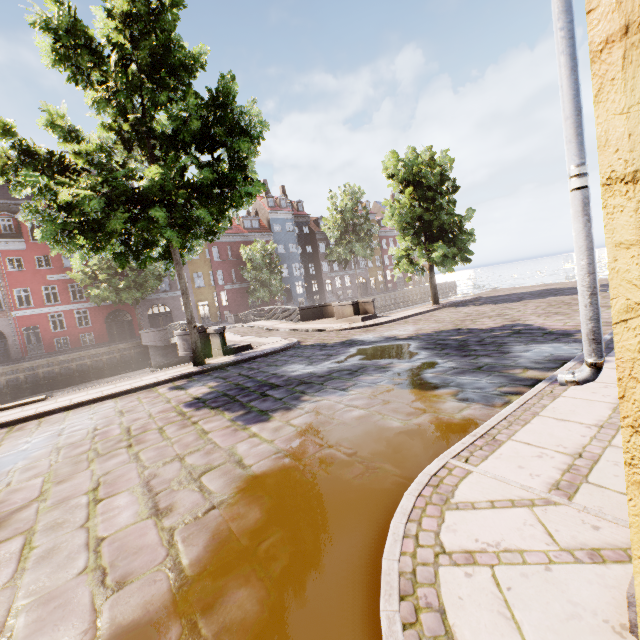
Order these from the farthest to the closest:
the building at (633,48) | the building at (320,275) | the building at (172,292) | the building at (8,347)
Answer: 1. the building at (320,275)
2. the building at (172,292)
3. the building at (8,347)
4. the building at (633,48)

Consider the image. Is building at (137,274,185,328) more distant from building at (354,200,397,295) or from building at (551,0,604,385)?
building at (551,0,604,385)

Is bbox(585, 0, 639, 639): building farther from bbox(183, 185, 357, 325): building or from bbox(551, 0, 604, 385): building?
bbox(183, 185, 357, 325): building

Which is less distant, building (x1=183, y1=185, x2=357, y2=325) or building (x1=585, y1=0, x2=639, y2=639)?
building (x1=585, y1=0, x2=639, y2=639)

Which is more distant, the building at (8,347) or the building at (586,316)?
the building at (8,347)

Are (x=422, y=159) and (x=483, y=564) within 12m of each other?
no
